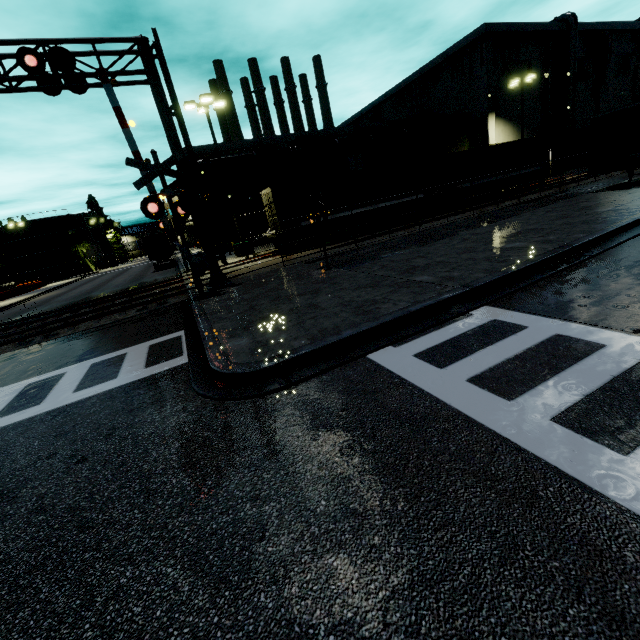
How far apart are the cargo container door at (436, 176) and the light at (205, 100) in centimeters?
1519cm

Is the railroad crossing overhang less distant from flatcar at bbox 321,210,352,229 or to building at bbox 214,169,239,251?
flatcar at bbox 321,210,352,229

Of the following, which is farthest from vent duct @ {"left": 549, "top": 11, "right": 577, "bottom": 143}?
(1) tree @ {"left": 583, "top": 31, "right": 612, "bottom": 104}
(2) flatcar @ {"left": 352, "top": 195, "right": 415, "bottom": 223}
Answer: (2) flatcar @ {"left": 352, "top": 195, "right": 415, "bottom": 223}

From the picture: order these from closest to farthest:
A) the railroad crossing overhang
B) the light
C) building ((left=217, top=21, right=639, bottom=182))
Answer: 1. the railroad crossing overhang
2. the light
3. building ((left=217, top=21, right=639, bottom=182))

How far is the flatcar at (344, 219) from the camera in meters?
21.3 m

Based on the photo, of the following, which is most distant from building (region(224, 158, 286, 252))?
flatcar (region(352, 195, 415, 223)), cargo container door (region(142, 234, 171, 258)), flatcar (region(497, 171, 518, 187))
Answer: flatcar (region(497, 171, 518, 187))

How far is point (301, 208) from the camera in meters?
20.6 m

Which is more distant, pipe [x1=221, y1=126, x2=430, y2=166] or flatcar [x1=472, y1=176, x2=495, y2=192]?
pipe [x1=221, y1=126, x2=430, y2=166]
